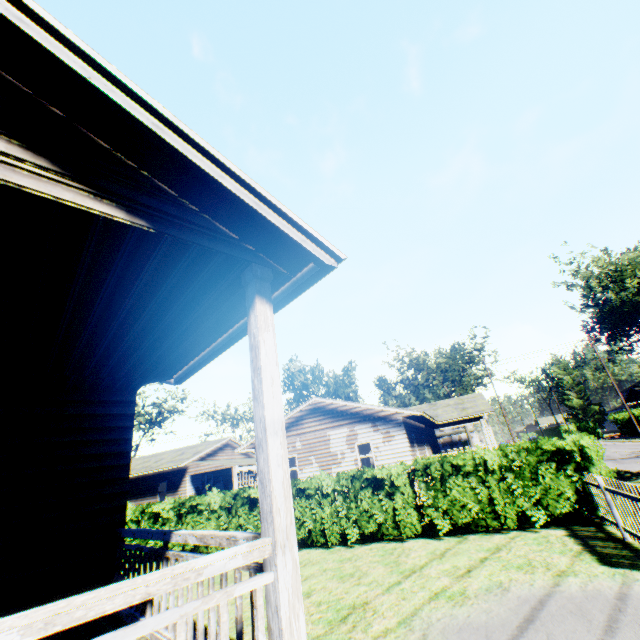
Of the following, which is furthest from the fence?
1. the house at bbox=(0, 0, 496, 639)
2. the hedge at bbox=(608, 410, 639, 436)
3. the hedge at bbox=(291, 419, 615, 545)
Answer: the hedge at bbox=(608, 410, 639, 436)

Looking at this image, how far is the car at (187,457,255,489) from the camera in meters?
25.0

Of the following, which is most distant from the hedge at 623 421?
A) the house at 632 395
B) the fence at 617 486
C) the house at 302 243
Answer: the house at 302 243

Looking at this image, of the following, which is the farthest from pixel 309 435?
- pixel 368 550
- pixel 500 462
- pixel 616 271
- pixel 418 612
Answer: pixel 616 271

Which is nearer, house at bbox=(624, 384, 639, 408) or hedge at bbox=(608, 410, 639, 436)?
hedge at bbox=(608, 410, 639, 436)

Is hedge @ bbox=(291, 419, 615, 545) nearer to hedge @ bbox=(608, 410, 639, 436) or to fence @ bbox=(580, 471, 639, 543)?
fence @ bbox=(580, 471, 639, 543)

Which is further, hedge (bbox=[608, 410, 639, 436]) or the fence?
hedge (bbox=[608, 410, 639, 436])

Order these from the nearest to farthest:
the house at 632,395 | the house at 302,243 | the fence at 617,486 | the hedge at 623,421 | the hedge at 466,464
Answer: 1. the house at 302,243
2. the fence at 617,486
3. the hedge at 466,464
4. the hedge at 623,421
5. the house at 632,395
